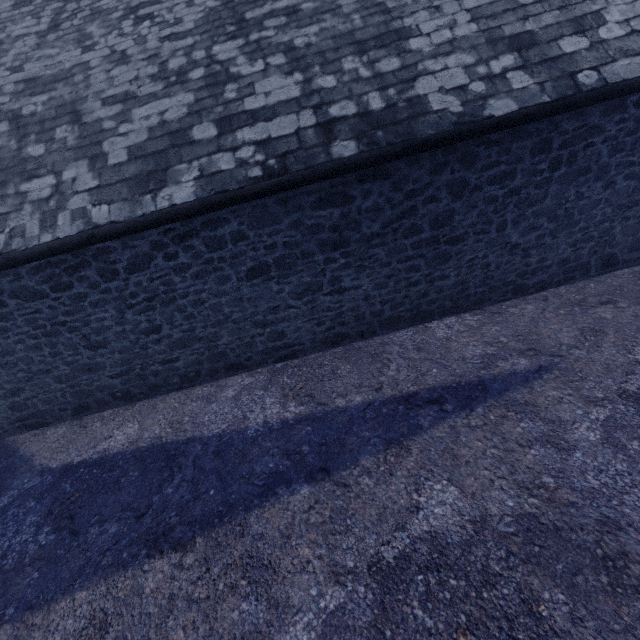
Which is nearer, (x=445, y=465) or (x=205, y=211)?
(x=445, y=465)
